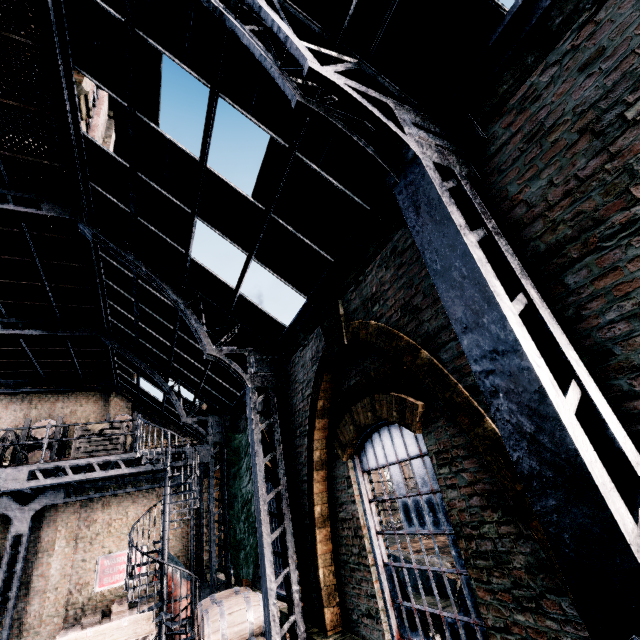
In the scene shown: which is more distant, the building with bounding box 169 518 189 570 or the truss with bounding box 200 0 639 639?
the building with bounding box 169 518 189 570

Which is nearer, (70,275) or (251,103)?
(251,103)

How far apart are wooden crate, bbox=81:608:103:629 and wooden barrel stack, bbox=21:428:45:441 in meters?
6.6

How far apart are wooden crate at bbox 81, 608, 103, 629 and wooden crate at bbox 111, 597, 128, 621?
0.3 meters

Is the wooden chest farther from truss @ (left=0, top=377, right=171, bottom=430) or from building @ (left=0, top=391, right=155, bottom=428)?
truss @ (left=0, top=377, right=171, bottom=430)

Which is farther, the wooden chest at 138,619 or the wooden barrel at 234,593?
the wooden chest at 138,619

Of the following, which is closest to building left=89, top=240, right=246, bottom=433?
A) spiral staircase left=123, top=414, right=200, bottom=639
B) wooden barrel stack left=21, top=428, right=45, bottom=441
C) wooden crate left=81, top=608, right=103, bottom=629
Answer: wooden crate left=81, top=608, right=103, bottom=629

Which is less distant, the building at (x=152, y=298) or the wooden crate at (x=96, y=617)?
the building at (x=152, y=298)
